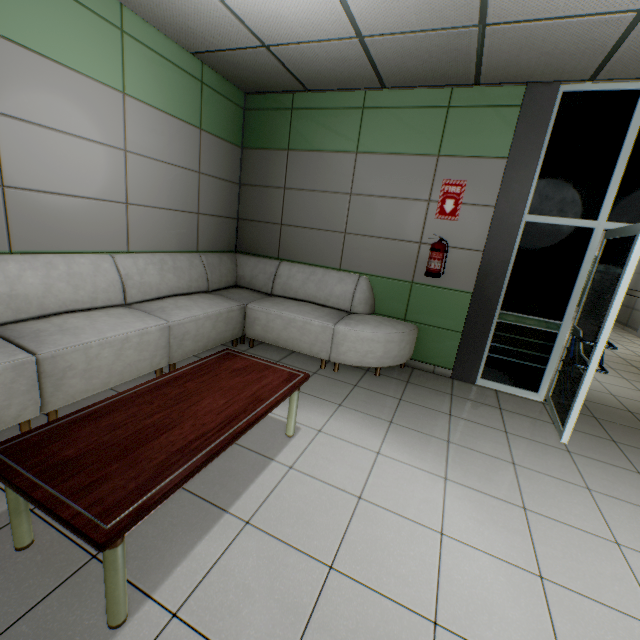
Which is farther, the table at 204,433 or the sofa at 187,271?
the sofa at 187,271

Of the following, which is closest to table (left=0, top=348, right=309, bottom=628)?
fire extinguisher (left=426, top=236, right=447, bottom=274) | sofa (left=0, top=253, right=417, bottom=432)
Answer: sofa (left=0, top=253, right=417, bottom=432)

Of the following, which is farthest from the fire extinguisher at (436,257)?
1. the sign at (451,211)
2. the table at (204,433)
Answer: the table at (204,433)

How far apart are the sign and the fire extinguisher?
0.20m

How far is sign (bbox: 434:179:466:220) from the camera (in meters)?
3.70

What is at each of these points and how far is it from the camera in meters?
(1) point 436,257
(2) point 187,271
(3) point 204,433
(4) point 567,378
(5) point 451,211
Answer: (1) fire extinguisher, 3.8
(2) sofa, 3.9
(3) table, 1.6
(4) doorway, 3.3
(5) sign, 3.8

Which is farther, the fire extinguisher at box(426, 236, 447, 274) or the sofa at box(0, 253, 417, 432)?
the fire extinguisher at box(426, 236, 447, 274)

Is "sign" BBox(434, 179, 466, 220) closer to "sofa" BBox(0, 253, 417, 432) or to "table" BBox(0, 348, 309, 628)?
"sofa" BBox(0, 253, 417, 432)
